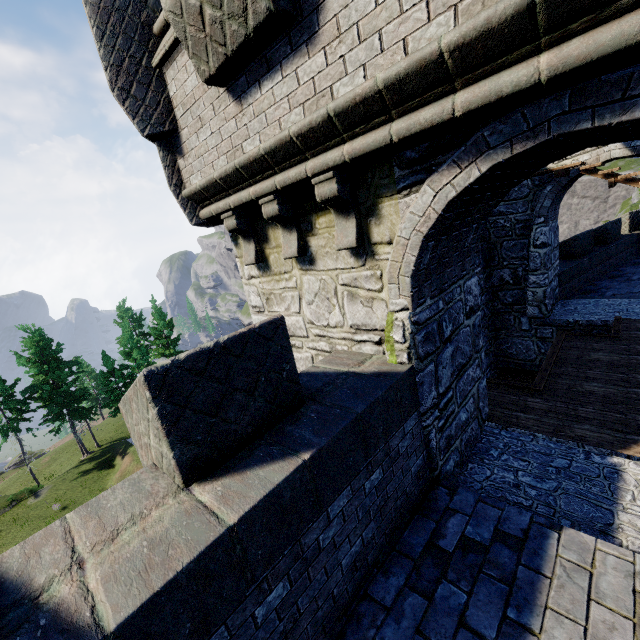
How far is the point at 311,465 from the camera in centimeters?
255cm
